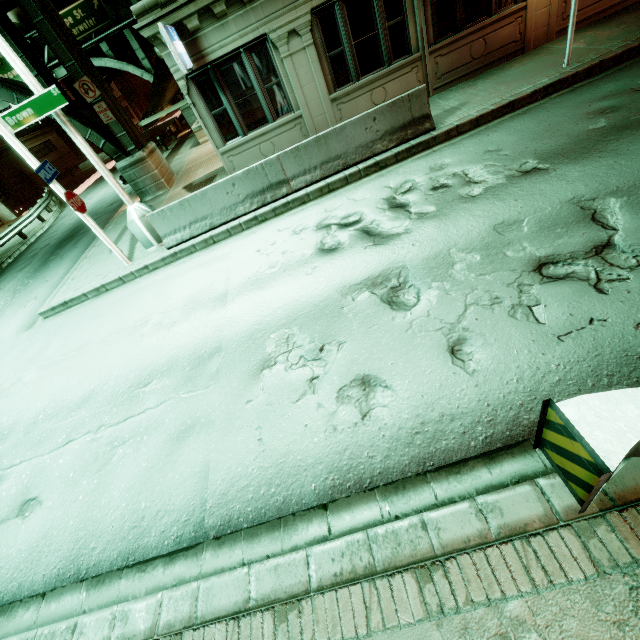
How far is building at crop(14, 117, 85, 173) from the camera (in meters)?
36.17

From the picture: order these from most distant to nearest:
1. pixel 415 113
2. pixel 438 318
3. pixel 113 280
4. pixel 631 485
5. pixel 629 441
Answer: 1. pixel 113 280
2. pixel 415 113
3. pixel 438 318
4. pixel 631 485
5. pixel 629 441

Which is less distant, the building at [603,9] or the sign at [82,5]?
the building at [603,9]

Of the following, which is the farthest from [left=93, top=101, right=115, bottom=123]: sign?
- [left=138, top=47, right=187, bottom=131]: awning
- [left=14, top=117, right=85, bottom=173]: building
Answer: [left=14, top=117, right=85, bottom=173]: building

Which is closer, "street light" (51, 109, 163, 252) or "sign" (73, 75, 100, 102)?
"street light" (51, 109, 163, 252)

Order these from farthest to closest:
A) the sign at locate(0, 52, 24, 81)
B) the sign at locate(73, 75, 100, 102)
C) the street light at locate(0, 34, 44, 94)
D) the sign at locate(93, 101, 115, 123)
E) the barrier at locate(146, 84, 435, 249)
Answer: the sign at locate(0, 52, 24, 81) → the sign at locate(93, 101, 115, 123) → the sign at locate(73, 75, 100, 102) → the barrier at locate(146, 84, 435, 249) → the street light at locate(0, 34, 44, 94)

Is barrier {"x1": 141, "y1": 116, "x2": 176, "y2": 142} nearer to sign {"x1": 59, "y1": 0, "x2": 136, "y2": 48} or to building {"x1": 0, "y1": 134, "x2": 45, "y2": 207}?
sign {"x1": 59, "y1": 0, "x2": 136, "y2": 48}

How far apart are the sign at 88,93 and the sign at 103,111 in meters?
0.1
